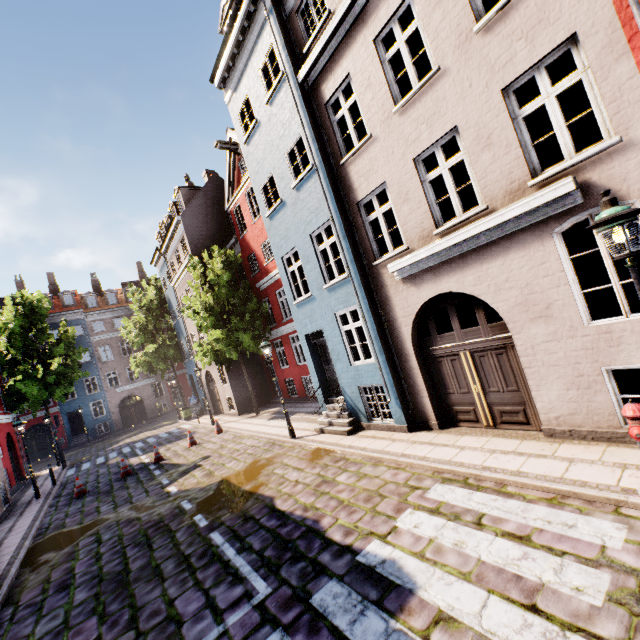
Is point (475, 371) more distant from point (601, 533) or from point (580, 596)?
point (580, 596)

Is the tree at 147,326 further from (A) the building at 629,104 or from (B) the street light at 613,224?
(B) the street light at 613,224

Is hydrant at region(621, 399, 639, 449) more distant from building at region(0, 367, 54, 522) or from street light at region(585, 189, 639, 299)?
building at region(0, 367, 54, 522)

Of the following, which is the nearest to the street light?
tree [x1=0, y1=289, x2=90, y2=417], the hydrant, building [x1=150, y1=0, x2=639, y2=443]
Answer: the hydrant

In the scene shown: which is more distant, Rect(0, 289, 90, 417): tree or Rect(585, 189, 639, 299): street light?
Rect(0, 289, 90, 417): tree

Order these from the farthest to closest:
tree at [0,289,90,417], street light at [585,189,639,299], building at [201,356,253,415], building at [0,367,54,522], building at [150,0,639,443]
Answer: tree at [0,289,90,417] < building at [201,356,253,415] < building at [0,367,54,522] < building at [150,0,639,443] < street light at [585,189,639,299]

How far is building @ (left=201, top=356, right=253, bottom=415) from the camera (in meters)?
20.41

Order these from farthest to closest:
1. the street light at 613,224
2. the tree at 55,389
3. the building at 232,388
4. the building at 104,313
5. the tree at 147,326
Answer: the building at 104,313 < the tree at 147,326 < the tree at 55,389 < the building at 232,388 < the street light at 613,224
